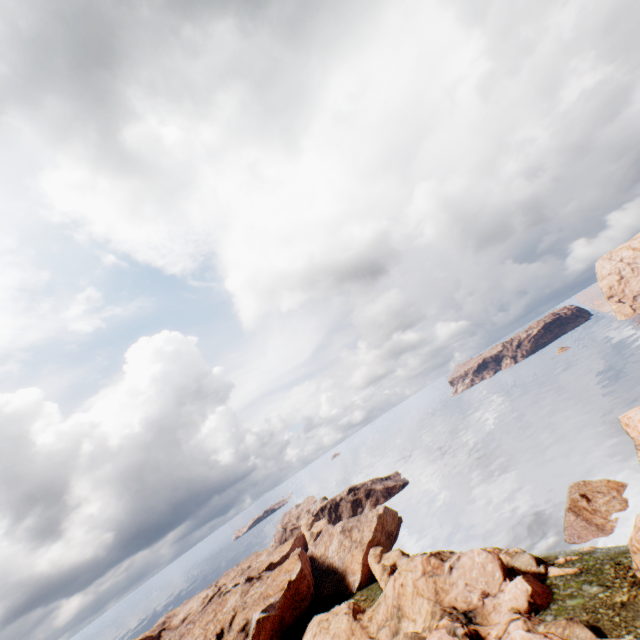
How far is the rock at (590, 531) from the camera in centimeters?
4534cm

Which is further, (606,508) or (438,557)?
(606,508)

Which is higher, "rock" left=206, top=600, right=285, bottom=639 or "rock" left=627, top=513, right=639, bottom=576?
"rock" left=206, top=600, right=285, bottom=639

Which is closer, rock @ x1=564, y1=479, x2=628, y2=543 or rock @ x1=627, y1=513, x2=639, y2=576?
rock @ x1=627, y1=513, x2=639, y2=576

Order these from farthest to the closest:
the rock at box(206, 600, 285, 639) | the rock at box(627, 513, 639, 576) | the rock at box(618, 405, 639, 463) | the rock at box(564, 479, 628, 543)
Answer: the rock at box(206, 600, 285, 639)
the rock at box(564, 479, 628, 543)
the rock at box(627, 513, 639, 576)
the rock at box(618, 405, 639, 463)

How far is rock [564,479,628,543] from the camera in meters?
45.3 m

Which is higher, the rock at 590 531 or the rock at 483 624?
the rock at 483 624
